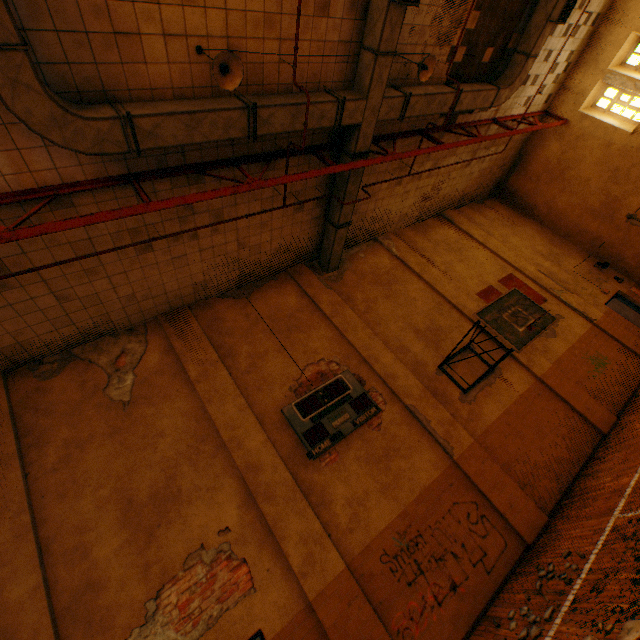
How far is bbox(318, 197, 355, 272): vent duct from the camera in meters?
8.9

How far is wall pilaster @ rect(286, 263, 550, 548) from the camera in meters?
6.7 m

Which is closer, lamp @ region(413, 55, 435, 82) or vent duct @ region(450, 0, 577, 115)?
lamp @ region(413, 55, 435, 82)

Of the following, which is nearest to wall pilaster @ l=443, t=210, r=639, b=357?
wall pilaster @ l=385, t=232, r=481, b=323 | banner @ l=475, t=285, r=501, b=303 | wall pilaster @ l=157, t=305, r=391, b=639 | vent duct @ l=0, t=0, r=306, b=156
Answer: banner @ l=475, t=285, r=501, b=303

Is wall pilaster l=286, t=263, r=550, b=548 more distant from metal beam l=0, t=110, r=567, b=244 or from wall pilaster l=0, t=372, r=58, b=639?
wall pilaster l=0, t=372, r=58, b=639

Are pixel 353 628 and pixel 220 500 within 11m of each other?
yes

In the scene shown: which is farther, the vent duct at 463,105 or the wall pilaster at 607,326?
the wall pilaster at 607,326

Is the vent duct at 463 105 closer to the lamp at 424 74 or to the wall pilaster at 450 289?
the lamp at 424 74
